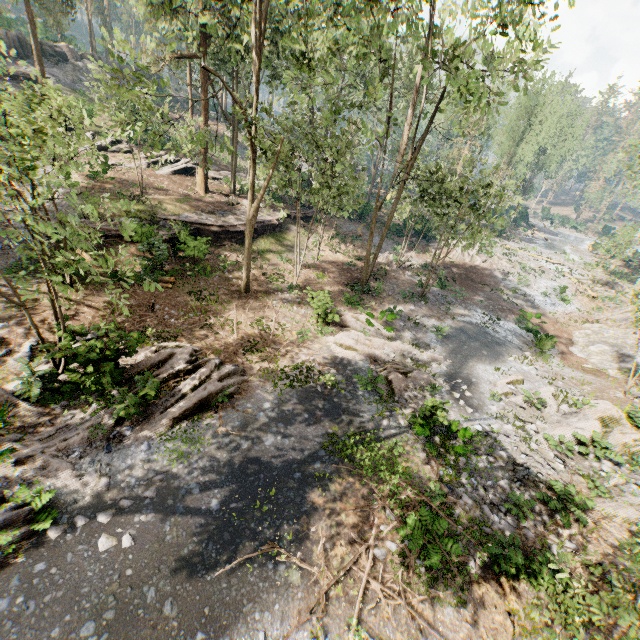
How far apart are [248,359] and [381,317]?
8.5 meters

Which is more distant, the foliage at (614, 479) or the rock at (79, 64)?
the rock at (79, 64)

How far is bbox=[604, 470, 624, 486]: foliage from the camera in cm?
1138

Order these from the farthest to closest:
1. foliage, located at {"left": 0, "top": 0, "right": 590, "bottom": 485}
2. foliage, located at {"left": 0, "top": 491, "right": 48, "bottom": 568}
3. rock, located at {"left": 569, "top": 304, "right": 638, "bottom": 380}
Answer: rock, located at {"left": 569, "top": 304, "right": 638, "bottom": 380} → foliage, located at {"left": 0, "top": 0, "right": 590, "bottom": 485} → foliage, located at {"left": 0, "top": 491, "right": 48, "bottom": 568}

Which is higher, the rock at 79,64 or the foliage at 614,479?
the rock at 79,64

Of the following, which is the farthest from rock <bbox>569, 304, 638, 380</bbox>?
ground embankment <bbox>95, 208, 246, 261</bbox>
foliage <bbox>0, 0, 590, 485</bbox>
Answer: ground embankment <bbox>95, 208, 246, 261</bbox>

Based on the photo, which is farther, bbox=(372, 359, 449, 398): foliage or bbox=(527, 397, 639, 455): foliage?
bbox=(372, 359, 449, 398): foliage
